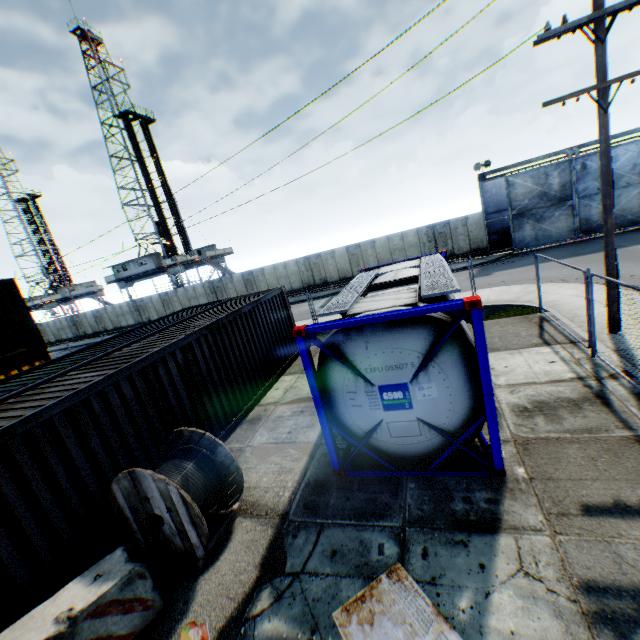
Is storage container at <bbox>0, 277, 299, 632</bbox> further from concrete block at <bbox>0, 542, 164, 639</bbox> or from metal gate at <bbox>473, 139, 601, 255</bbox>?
metal gate at <bbox>473, 139, 601, 255</bbox>

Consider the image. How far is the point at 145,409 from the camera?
6.48m

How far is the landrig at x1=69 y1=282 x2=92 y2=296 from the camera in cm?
5703

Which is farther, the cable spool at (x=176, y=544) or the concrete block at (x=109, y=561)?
the cable spool at (x=176, y=544)

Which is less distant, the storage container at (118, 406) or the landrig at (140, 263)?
the storage container at (118, 406)

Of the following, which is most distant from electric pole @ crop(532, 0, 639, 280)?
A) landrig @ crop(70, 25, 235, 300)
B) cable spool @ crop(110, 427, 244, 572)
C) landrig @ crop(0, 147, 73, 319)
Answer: landrig @ crop(0, 147, 73, 319)

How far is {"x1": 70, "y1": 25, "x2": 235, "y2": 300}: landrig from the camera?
39.53m

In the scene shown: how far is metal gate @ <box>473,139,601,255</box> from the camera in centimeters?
2209cm
